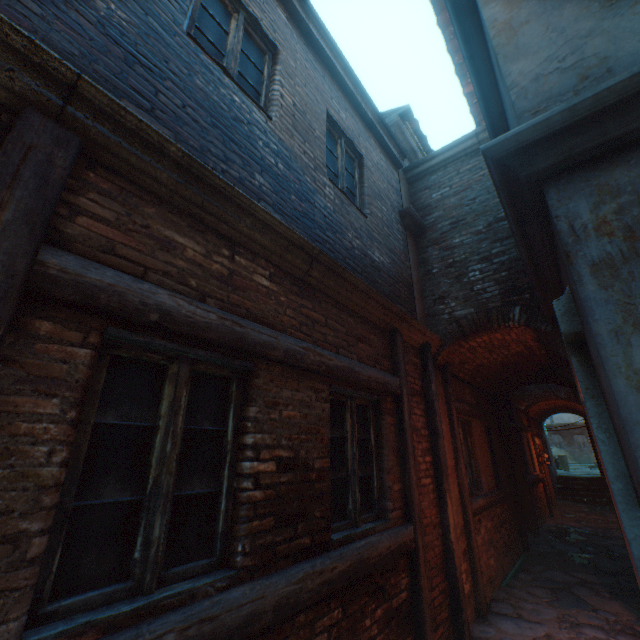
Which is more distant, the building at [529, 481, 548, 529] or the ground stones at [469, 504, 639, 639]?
the building at [529, 481, 548, 529]

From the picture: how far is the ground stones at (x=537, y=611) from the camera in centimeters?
456cm

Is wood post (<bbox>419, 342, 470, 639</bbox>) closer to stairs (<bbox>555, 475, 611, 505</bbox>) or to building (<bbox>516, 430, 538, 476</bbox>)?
building (<bbox>516, 430, 538, 476</bbox>)

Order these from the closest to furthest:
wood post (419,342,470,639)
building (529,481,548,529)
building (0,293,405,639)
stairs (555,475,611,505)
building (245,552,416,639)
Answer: building (0,293,405,639) → building (245,552,416,639) → wood post (419,342,470,639) → building (529,481,548,529) → stairs (555,475,611,505)

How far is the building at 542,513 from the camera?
9.94m

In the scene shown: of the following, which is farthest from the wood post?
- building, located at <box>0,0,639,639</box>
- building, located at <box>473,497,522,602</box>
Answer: building, located at <box>473,497,522,602</box>

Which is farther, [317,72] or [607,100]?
[317,72]

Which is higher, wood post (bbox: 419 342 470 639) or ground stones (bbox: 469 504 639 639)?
wood post (bbox: 419 342 470 639)
